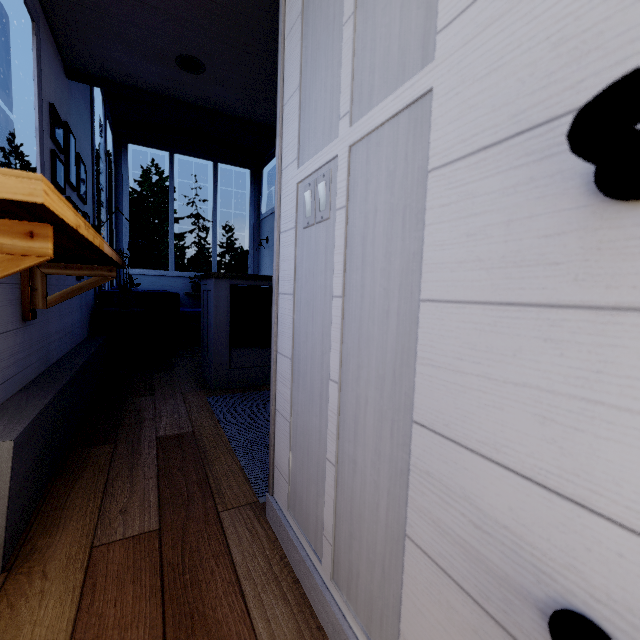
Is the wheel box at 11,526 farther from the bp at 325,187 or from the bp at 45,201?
the bp at 325,187

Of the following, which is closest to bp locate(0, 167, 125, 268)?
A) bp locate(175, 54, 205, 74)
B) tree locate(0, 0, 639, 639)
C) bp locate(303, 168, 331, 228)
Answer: tree locate(0, 0, 639, 639)

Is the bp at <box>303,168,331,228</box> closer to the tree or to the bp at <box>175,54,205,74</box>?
the tree

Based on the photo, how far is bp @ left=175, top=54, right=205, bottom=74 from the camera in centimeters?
234cm

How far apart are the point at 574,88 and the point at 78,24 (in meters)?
3.04

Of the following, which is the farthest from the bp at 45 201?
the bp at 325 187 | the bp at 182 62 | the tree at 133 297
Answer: the bp at 182 62

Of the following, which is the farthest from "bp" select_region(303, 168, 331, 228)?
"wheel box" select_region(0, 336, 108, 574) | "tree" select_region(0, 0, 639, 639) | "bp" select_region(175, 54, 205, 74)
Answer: "bp" select_region(175, 54, 205, 74)
